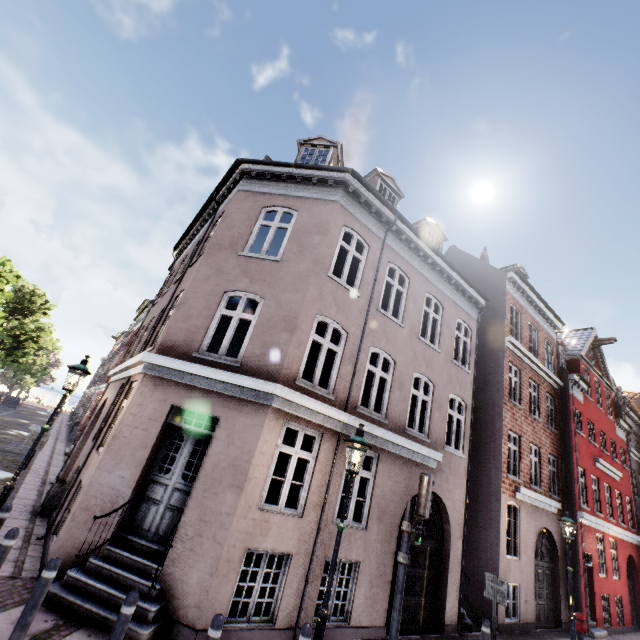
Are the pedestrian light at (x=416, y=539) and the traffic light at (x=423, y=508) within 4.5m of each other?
yes

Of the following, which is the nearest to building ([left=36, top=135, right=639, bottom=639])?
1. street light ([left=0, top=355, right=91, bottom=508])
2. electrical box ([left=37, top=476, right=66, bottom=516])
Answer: electrical box ([left=37, top=476, right=66, bottom=516])

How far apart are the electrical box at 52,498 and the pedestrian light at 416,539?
9.22m

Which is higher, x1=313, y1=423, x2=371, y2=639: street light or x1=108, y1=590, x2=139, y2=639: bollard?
x1=313, y1=423, x2=371, y2=639: street light

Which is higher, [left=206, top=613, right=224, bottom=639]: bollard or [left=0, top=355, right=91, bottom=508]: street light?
[left=0, top=355, right=91, bottom=508]: street light

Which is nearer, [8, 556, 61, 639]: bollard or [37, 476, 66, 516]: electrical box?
[8, 556, 61, 639]: bollard

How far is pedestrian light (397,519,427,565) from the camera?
5.7 meters

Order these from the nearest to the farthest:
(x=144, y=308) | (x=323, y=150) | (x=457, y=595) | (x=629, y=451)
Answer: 1. (x=457, y=595)
2. (x=323, y=150)
3. (x=629, y=451)
4. (x=144, y=308)
